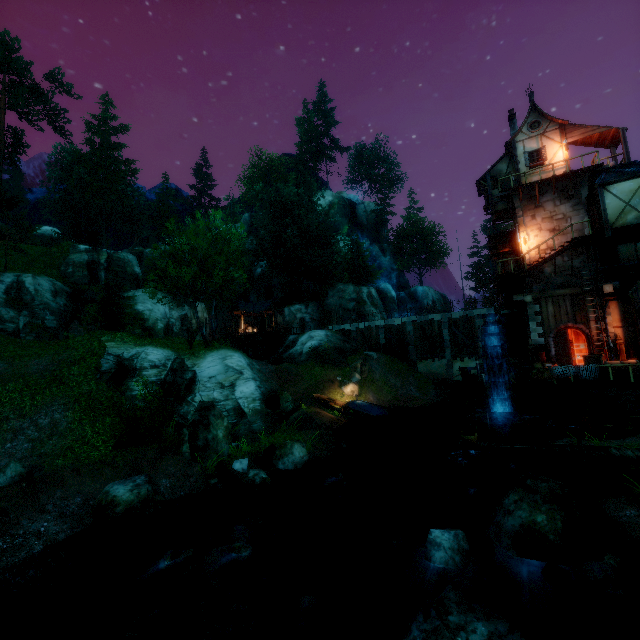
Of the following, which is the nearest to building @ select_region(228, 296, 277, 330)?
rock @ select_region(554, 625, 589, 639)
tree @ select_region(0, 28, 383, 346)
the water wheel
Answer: tree @ select_region(0, 28, 383, 346)

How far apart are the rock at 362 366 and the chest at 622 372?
17.3m

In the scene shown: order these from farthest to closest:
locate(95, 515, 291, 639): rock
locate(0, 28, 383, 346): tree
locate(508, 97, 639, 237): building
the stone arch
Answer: locate(0, 28, 383, 346): tree → locate(508, 97, 639, 237): building → the stone arch → locate(95, 515, 291, 639): rock

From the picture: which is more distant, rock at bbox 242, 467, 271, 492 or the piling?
the piling

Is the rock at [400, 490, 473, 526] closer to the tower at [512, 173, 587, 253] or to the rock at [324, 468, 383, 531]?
the rock at [324, 468, 383, 531]

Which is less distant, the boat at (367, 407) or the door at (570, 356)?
the door at (570, 356)

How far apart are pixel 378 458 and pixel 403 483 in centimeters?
404cm

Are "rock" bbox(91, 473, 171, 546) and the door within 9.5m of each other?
no
